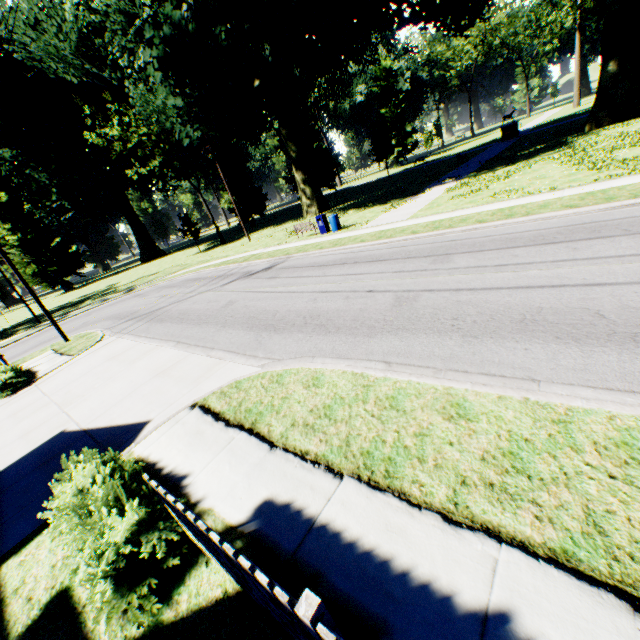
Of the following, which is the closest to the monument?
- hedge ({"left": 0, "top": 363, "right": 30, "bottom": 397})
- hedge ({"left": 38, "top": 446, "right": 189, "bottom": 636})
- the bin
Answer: the bin

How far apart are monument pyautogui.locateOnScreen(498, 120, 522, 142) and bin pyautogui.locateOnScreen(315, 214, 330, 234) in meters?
34.4 m

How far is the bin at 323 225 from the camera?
21.3 meters

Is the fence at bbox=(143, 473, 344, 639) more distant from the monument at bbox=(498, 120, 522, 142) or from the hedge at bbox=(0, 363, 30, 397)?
the monument at bbox=(498, 120, 522, 142)

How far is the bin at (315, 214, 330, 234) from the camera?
21.3 meters

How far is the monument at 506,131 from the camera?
40.0m

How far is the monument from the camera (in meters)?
39.96

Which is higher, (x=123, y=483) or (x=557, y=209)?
(x=123, y=483)
